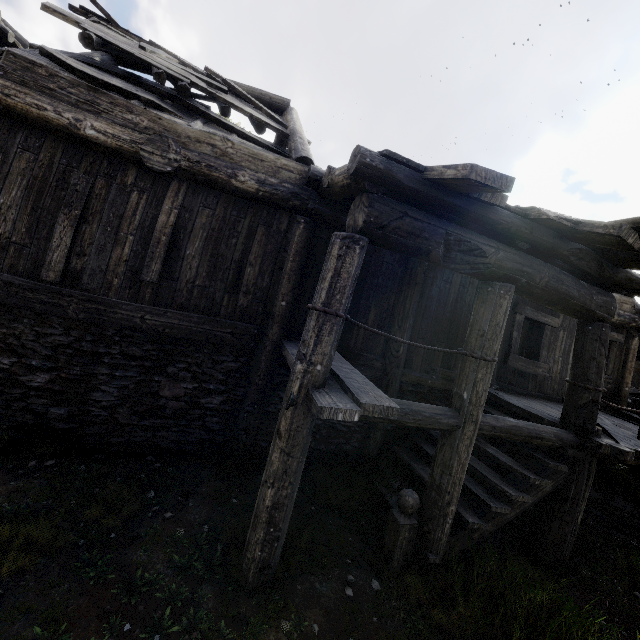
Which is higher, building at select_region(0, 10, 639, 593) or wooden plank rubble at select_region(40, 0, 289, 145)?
wooden plank rubble at select_region(40, 0, 289, 145)

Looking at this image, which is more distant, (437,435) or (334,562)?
(437,435)

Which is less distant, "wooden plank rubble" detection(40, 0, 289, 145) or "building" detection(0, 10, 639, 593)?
"building" detection(0, 10, 639, 593)

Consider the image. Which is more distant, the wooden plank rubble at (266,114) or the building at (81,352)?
the wooden plank rubble at (266,114)

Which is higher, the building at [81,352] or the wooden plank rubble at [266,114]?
the wooden plank rubble at [266,114]
